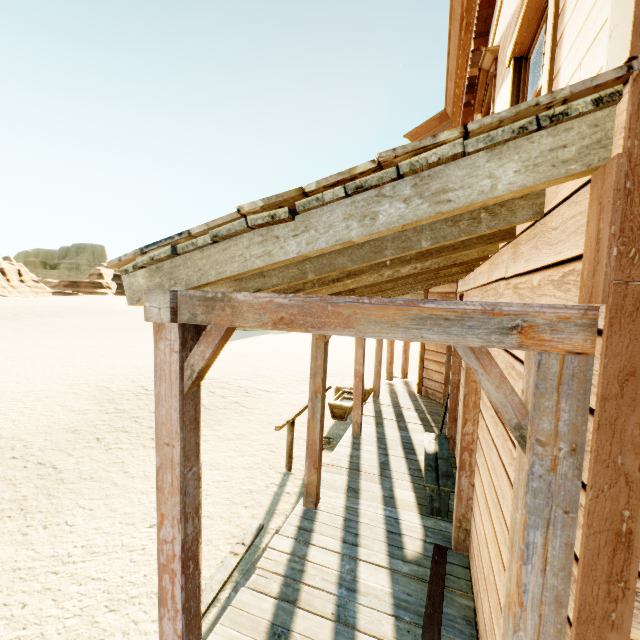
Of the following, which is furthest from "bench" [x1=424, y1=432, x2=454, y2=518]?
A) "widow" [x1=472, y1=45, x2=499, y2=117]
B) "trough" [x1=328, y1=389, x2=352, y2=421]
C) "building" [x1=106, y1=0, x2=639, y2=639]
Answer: "widow" [x1=472, y1=45, x2=499, y2=117]

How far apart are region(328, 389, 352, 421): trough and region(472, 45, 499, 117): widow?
4.7 meters

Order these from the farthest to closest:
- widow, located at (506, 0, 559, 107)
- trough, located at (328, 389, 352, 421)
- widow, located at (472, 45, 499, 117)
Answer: trough, located at (328, 389, 352, 421)
widow, located at (472, 45, 499, 117)
widow, located at (506, 0, 559, 107)

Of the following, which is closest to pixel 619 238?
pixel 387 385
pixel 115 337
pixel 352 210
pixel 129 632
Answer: pixel 352 210

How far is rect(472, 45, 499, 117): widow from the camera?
3.77m

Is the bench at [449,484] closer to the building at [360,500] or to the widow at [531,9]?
the building at [360,500]

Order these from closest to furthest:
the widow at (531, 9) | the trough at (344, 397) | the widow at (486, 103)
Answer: the widow at (531, 9), the widow at (486, 103), the trough at (344, 397)

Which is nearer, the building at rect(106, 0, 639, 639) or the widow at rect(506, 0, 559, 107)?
the building at rect(106, 0, 639, 639)
